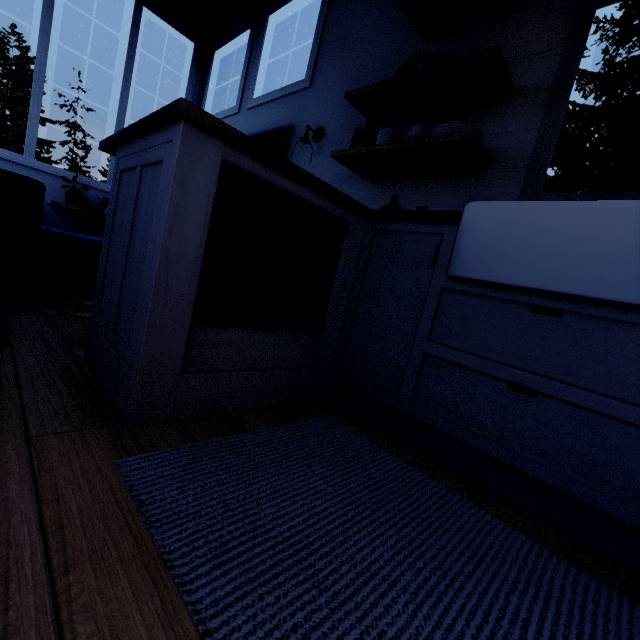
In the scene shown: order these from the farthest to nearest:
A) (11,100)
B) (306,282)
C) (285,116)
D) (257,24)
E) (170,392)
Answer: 1. (11,100)
2. (257,24)
3. (285,116)
4. (306,282)
5. (170,392)
